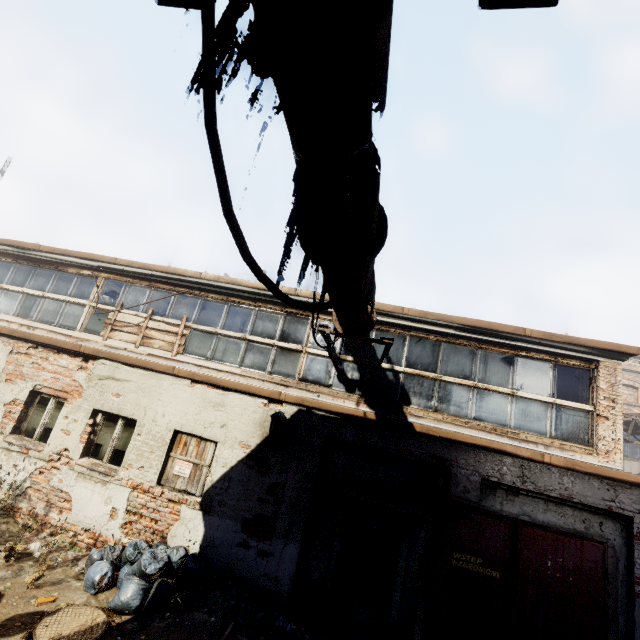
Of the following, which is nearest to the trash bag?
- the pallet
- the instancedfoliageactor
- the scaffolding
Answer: the instancedfoliageactor

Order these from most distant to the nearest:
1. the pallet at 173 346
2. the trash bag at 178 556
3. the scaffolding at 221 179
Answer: the pallet at 173 346 → the trash bag at 178 556 → the scaffolding at 221 179

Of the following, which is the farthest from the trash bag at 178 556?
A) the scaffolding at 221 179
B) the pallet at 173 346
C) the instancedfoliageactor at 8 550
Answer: the scaffolding at 221 179

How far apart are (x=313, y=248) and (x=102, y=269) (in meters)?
8.41

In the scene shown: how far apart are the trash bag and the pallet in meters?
3.7

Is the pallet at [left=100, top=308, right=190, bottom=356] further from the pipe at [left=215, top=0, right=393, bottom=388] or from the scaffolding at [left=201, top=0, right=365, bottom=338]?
the scaffolding at [left=201, top=0, right=365, bottom=338]

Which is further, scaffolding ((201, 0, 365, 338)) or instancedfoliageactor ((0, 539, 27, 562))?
instancedfoliageactor ((0, 539, 27, 562))

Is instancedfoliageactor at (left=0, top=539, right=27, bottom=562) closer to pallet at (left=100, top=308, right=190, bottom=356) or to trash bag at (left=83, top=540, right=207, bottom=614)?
trash bag at (left=83, top=540, right=207, bottom=614)
